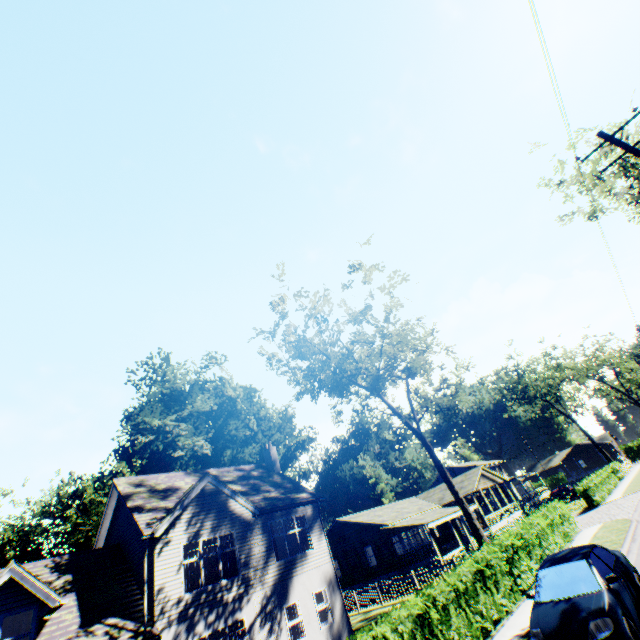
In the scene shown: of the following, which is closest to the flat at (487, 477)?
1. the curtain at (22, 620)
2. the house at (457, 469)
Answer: the house at (457, 469)

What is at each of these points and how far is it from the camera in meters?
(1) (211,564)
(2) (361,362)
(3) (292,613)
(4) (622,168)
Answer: (1) curtain, 15.7
(2) tree, 27.7
(3) curtain, 16.6
(4) tree, 16.7

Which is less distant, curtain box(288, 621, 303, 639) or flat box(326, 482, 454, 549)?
curtain box(288, 621, 303, 639)

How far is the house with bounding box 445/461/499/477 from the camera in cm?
5619

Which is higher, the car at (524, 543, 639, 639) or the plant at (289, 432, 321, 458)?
the plant at (289, 432, 321, 458)

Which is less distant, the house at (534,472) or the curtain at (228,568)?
the curtain at (228,568)

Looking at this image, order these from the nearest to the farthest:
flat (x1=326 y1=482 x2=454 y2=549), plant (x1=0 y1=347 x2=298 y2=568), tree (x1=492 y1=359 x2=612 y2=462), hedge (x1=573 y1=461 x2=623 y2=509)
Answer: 1. hedge (x1=573 y1=461 x2=623 y2=509)
2. flat (x1=326 y1=482 x2=454 y2=549)
3. plant (x1=0 y1=347 x2=298 y2=568)
4. tree (x1=492 y1=359 x2=612 y2=462)

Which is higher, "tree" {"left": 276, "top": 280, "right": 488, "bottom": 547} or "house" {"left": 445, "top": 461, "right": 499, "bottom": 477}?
"tree" {"left": 276, "top": 280, "right": 488, "bottom": 547}
